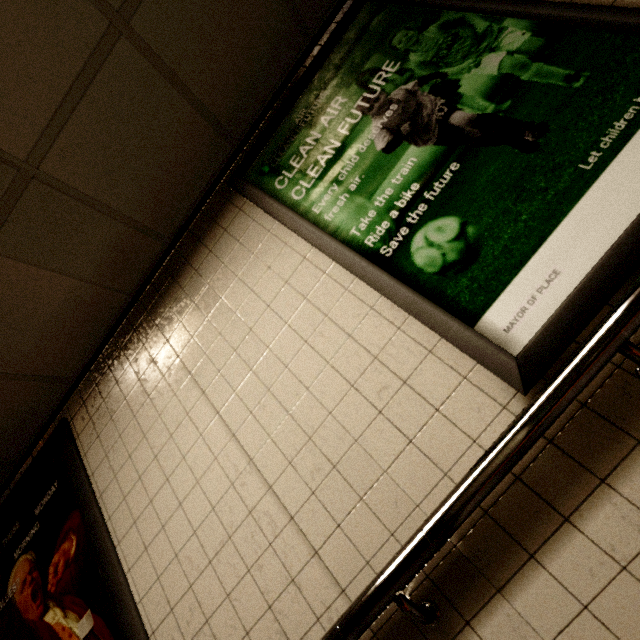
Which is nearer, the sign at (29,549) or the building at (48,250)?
the building at (48,250)

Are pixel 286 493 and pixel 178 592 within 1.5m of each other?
yes

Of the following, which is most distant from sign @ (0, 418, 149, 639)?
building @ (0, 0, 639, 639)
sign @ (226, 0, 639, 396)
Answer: sign @ (226, 0, 639, 396)

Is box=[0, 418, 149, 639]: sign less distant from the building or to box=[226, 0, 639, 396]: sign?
the building

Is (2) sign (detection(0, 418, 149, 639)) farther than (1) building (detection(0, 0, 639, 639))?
Yes

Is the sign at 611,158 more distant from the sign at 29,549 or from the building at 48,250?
the sign at 29,549
